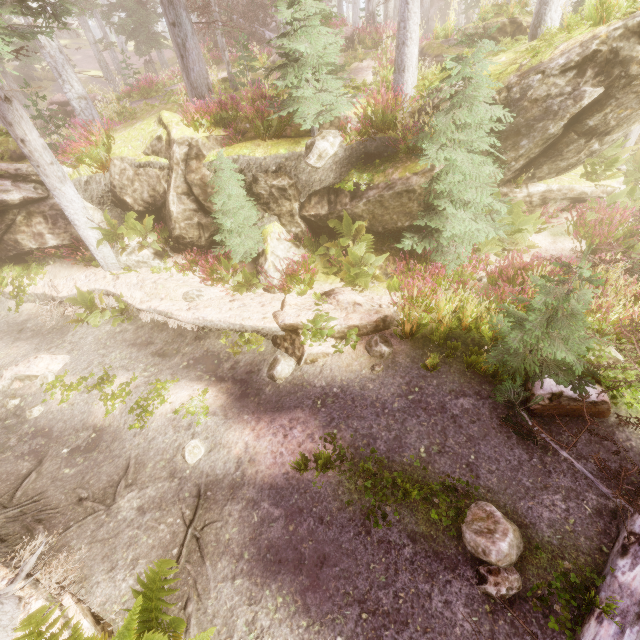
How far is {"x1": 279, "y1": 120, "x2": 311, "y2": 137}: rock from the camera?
8.5 meters

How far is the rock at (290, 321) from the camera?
7.3m

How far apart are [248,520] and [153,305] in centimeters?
617cm

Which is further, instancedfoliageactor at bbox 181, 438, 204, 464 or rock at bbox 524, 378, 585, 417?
instancedfoliageactor at bbox 181, 438, 204, 464

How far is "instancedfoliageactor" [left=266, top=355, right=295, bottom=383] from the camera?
7.05m

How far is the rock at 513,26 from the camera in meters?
11.1 m

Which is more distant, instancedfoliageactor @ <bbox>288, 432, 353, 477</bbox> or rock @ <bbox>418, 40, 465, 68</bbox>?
rock @ <bbox>418, 40, 465, 68</bbox>

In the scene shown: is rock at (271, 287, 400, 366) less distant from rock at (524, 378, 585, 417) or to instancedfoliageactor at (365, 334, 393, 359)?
instancedfoliageactor at (365, 334, 393, 359)
